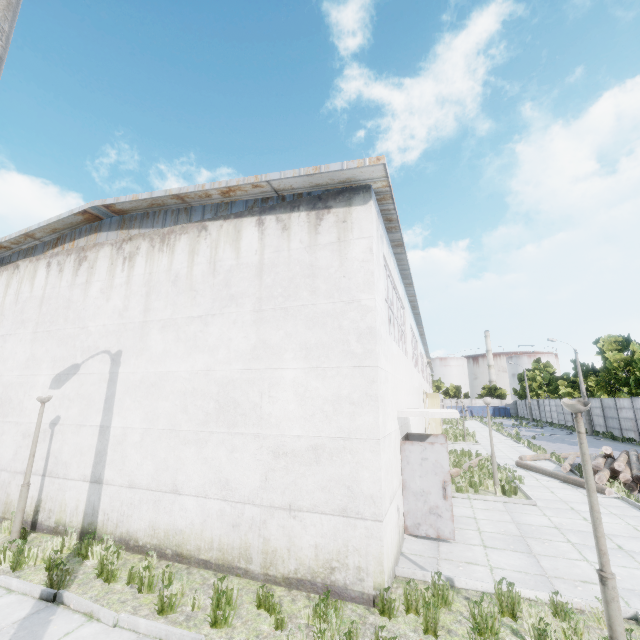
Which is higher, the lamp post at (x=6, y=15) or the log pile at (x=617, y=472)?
the lamp post at (x=6, y=15)

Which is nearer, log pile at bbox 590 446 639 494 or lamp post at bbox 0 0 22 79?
lamp post at bbox 0 0 22 79

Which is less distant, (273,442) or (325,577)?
(325,577)

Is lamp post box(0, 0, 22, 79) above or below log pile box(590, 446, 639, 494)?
above

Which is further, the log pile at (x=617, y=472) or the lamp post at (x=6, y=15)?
the log pile at (x=617, y=472)
